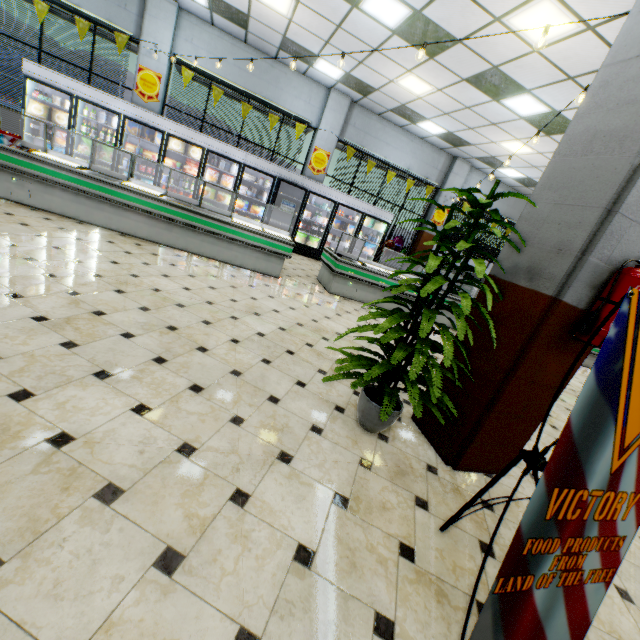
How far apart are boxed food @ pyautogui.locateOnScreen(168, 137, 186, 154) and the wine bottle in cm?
173

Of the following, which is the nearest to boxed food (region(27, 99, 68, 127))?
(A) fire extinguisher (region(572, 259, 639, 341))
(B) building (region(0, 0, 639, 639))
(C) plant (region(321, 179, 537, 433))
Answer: (B) building (region(0, 0, 639, 639))

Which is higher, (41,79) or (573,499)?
(41,79)

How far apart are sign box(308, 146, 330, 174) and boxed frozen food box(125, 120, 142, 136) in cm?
477

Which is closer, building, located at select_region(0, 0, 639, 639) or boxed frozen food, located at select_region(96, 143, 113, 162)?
building, located at select_region(0, 0, 639, 639)

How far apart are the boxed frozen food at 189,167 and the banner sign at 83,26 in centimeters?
341cm

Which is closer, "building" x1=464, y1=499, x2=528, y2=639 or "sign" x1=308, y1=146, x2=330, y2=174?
"building" x1=464, y1=499, x2=528, y2=639

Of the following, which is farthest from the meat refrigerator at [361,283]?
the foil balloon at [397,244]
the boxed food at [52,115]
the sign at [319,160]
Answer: the boxed food at [52,115]
